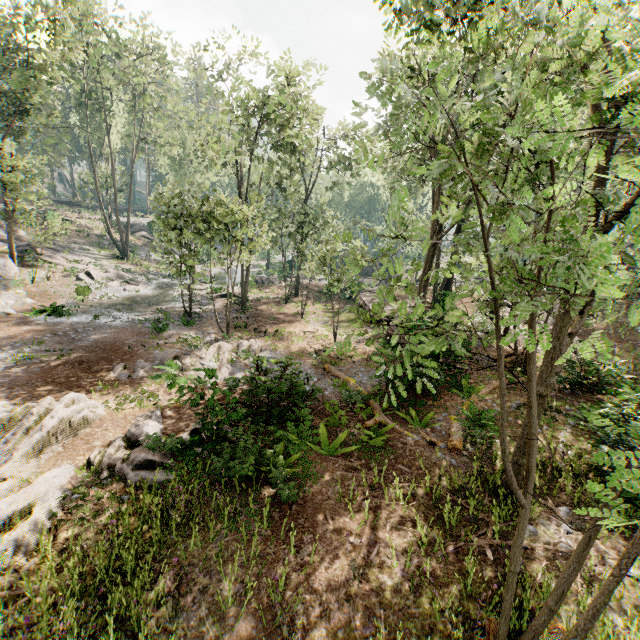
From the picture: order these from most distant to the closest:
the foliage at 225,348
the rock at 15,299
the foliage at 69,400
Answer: the rock at 15,299 < the foliage at 225,348 < the foliage at 69,400

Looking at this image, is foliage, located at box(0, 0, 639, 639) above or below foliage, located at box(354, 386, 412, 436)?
above

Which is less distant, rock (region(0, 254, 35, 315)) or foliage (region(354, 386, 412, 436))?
foliage (region(354, 386, 412, 436))

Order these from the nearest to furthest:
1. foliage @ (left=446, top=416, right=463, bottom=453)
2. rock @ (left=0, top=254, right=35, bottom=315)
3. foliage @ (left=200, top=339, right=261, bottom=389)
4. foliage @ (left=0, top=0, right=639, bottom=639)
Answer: foliage @ (left=0, top=0, right=639, bottom=639)
foliage @ (left=446, top=416, right=463, bottom=453)
foliage @ (left=200, top=339, right=261, bottom=389)
rock @ (left=0, top=254, right=35, bottom=315)

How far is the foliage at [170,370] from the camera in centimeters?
934cm

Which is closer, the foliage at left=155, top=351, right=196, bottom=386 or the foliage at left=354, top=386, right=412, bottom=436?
the foliage at left=155, top=351, right=196, bottom=386

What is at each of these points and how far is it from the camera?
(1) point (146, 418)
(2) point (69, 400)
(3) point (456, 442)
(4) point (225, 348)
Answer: (1) foliage, 11.5m
(2) foliage, 10.7m
(3) foliage, 10.6m
(4) foliage, 18.6m
